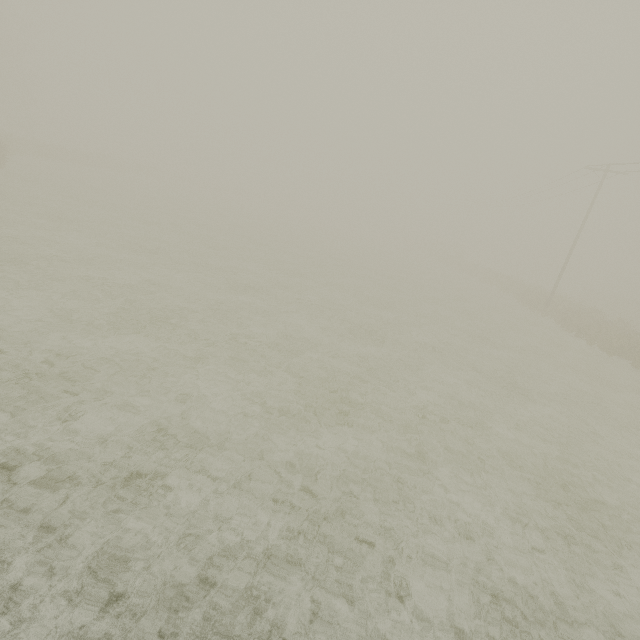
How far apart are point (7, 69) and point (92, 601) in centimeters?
7200cm
